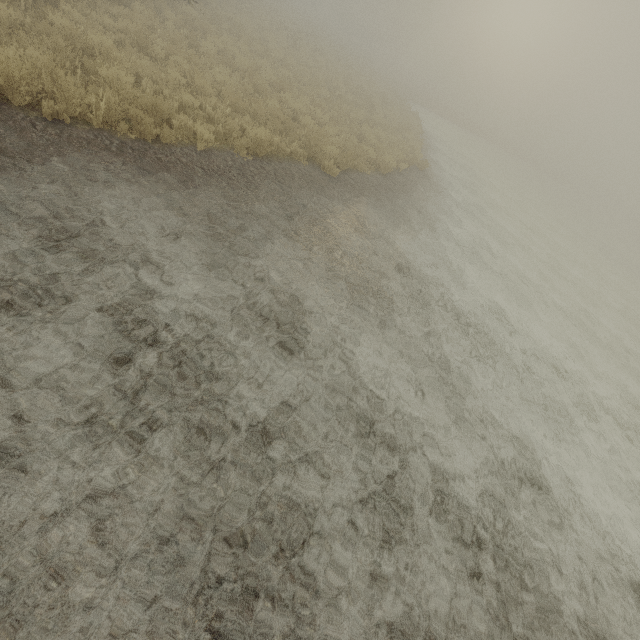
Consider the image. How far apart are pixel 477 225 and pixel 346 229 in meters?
9.4 m
